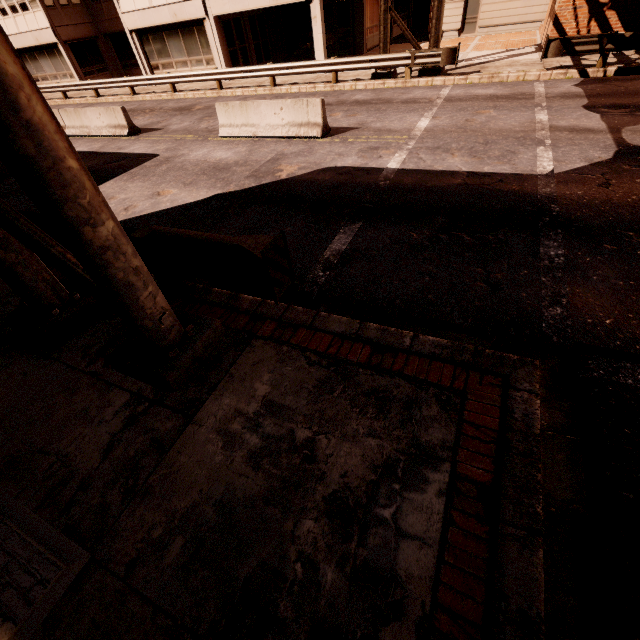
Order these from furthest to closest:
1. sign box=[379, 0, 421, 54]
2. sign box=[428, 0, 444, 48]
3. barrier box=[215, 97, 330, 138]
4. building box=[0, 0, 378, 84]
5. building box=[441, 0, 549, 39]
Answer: building box=[441, 0, 549, 39]
building box=[0, 0, 378, 84]
sign box=[379, 0, 421, 54]
sign box=[428, 0, 444, 48]
barrier box=[215, 97, 330, 138]

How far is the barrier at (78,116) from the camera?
12.9 meters

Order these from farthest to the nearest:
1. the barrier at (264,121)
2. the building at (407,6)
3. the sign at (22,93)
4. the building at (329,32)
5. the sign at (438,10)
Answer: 1. the building at (407,6)
2. the building at (329,32)
3. the sign at (438,10)
4. the barrier at (264,121)
5. the sign at (22,93)

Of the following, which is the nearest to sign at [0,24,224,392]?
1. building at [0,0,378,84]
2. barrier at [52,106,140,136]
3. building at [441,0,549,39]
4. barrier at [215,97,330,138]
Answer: building at [0,0,378,84]

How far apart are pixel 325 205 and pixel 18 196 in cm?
948

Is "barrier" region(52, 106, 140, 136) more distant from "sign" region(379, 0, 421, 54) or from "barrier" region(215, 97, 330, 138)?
"sign" region(379, 0, 421, 54)

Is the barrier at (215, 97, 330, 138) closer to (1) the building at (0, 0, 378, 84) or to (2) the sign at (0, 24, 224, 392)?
(2) the sign at (0, 24, 224, 392)

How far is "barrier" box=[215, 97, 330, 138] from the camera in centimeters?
977cm
